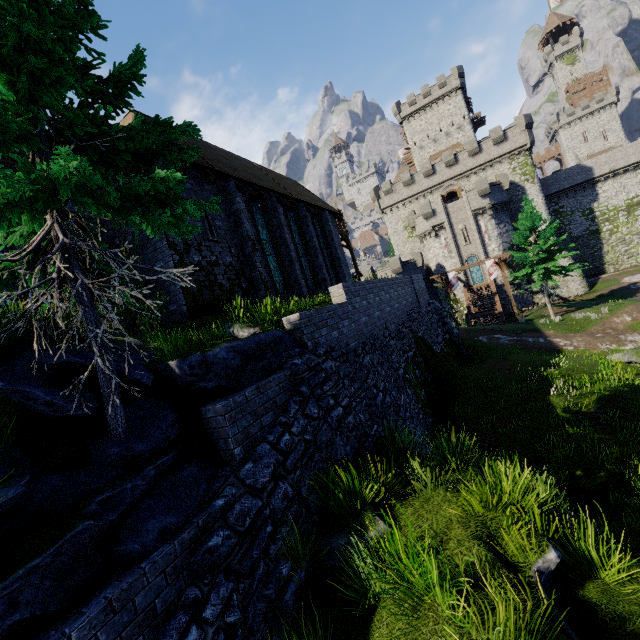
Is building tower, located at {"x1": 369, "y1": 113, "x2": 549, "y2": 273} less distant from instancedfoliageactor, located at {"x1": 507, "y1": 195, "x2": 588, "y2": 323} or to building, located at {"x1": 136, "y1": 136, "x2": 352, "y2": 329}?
instancedfoliageactor, located at {"x1": 507, "y1": 195, "x2": 588, "y2": 323}

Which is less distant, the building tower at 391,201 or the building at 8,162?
the building at 8,162

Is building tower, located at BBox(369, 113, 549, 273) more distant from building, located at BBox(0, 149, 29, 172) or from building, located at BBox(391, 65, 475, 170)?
building, located at BBox(0, 149, 29, 172)

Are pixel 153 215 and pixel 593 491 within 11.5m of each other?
no

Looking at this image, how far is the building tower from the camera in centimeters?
4047cm

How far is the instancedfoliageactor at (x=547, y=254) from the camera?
27.5m

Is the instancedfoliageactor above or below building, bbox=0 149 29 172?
below

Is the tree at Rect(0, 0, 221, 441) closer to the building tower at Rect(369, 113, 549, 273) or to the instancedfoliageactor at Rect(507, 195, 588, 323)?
the instancedfoliageactor at Rect(507, 195, 588, 323)
